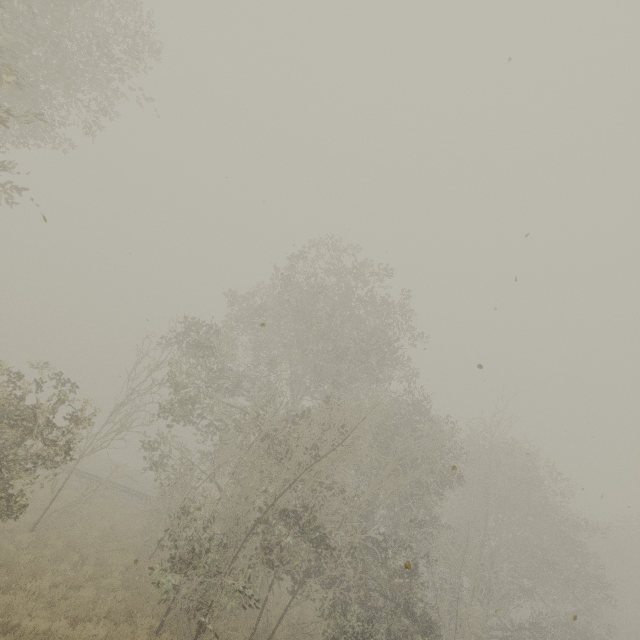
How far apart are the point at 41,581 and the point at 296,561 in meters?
8.7
